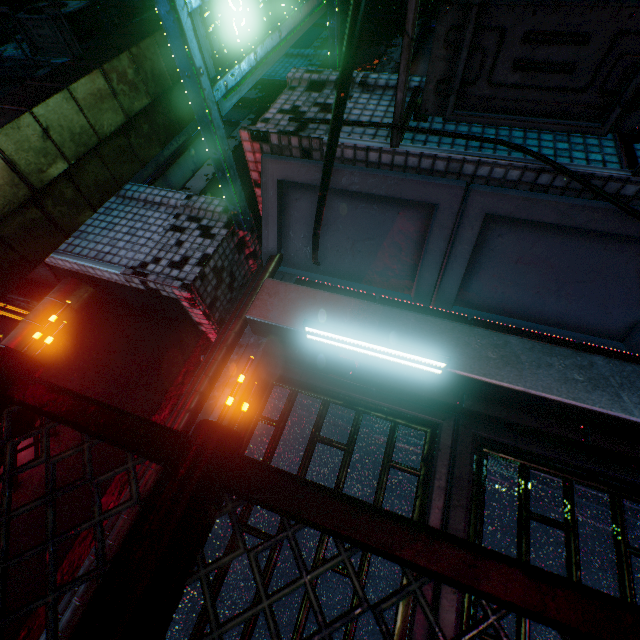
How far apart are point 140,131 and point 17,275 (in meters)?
1.32

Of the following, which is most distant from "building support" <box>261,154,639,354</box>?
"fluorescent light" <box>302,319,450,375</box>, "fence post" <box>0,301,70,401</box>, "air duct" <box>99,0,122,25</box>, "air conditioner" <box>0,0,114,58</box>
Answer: "air duct" <box>99,0,122,25</box>

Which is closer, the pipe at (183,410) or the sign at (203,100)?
the sign at (203,100)

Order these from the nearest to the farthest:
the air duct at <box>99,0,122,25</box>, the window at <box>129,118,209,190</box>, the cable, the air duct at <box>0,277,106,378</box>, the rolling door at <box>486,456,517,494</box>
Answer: Result: the cable → the rolling door at <box>486,456,517,494</box> → the air duct at <box>0,277,106,378</box> → the window at <box>129,118,209,190</box> → the air duct at <box>99,0,122,25</box>

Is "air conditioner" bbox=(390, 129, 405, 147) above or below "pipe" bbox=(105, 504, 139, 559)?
above

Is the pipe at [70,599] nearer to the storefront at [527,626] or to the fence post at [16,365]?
the storefront at [527,626]

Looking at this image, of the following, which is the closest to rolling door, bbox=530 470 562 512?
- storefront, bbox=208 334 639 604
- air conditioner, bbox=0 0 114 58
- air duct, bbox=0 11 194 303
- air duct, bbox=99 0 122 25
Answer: storefront, bbox=208 334 639 604

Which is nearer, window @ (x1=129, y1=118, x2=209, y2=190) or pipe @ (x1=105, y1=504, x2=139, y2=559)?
pipe @ (x1=105, y1=504, x2=139, y2=559)
